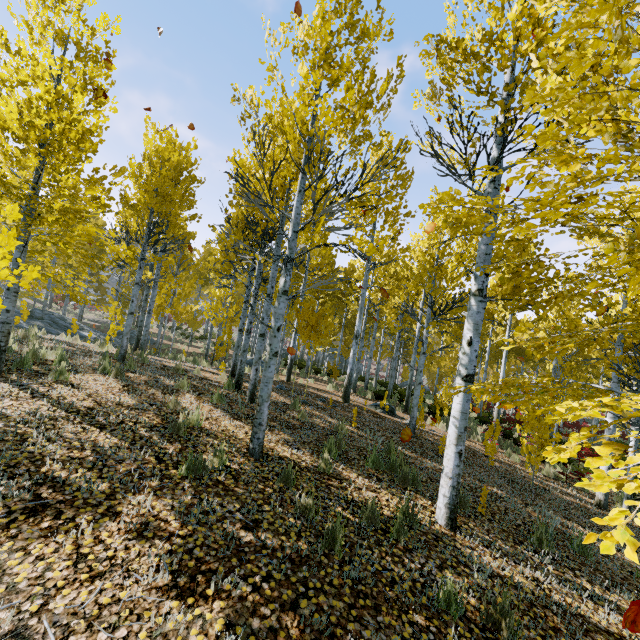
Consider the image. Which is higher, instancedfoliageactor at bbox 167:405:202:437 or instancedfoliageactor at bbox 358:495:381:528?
instancedfoliageactor at bbox 167:405:202:437

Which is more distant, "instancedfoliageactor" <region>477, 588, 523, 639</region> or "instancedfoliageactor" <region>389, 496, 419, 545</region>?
"instancedfoliageactor" <region>389, 496, 419, 545</region>

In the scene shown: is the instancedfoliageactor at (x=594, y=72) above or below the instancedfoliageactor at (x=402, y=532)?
above

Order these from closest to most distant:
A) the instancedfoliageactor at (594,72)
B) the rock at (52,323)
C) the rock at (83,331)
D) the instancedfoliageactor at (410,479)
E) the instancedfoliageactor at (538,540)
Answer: the instancedfoliageactor at (594,72) < the instancedfoliageactor at (538,540) < the instancedfoliageactor at (410,479) < the rock at (52,323) < the rock at (83,331)

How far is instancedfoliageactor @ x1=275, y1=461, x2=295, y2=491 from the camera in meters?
4.4

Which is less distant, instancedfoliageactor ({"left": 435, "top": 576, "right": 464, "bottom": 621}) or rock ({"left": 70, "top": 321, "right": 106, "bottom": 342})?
instancedfoliageactor ({"left": 435, "top": 576, "right": 464, "bottom": 621})

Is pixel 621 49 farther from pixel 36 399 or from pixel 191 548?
pixel 36 399
